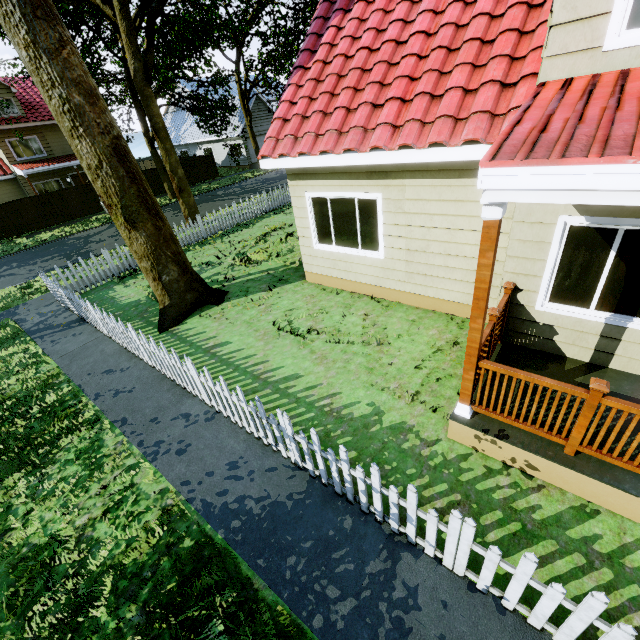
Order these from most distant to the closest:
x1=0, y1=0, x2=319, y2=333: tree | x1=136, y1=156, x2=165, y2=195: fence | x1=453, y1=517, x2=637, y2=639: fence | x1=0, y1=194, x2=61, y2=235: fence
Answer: x1=136, y1=156, x2=165, y2=195: fence
x1=0, y1=194, x2=61, y2=235: fence
x1=0, y1=0, x2=319, y2=333: tree
x1=453, y1=517, x2=637, y2=639: fence

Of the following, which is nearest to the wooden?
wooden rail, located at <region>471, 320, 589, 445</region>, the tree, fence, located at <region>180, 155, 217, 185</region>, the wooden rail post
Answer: wooden rail, located at <region>471, 320, 589, 445</region>

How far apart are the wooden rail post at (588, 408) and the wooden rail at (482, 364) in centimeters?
4cm

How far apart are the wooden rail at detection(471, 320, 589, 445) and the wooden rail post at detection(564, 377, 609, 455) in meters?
0.0 m

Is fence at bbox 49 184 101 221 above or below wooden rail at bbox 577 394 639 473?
below

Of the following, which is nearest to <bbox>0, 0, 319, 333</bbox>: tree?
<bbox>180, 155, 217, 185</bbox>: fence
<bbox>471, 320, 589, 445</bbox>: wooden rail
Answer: <bbox>180, 155, 217, 185</bbox>: fence

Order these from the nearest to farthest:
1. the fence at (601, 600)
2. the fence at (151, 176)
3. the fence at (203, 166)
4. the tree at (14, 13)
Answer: the fence at (601, 600) → the tree at (14, 13) → the fence at (151, 176) → the fence at (203, 166)

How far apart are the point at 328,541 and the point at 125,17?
18.2m
